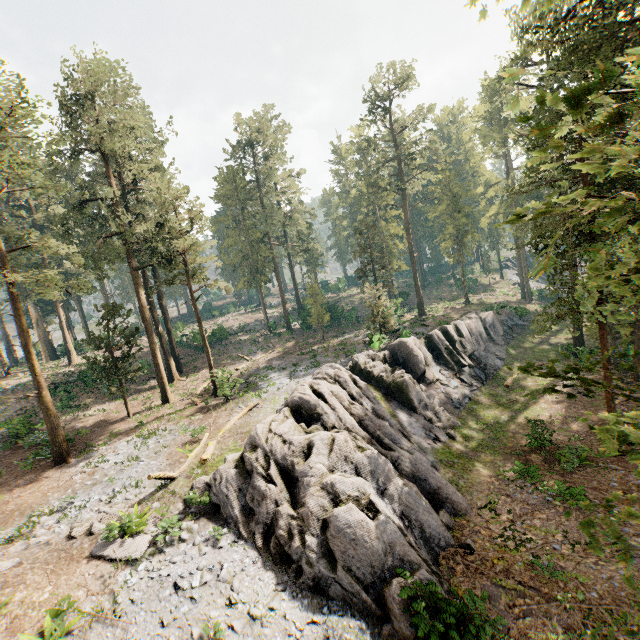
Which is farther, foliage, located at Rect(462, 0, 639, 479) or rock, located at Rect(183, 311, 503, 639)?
rock, located at Rect(183, 311, 503, 639)

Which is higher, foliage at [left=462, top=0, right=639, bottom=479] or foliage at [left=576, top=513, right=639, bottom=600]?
foliage at [left=462, top=0, right=639, bottom=479]

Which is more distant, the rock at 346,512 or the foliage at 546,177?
the rock at 346,512

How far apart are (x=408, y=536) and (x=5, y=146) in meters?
29.6 m

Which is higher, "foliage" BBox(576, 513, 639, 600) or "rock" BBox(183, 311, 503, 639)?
"foliage" BBox(576, 513, 639, 600)

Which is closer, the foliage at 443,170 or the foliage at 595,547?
the foliage at 595,547
